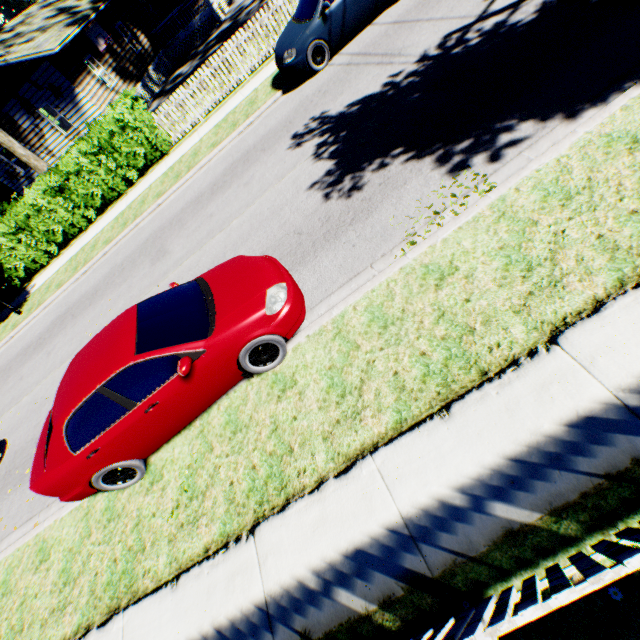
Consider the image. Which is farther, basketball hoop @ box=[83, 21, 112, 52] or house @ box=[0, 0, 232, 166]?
basketball hoop @ box=[83, 21, 112, 52]

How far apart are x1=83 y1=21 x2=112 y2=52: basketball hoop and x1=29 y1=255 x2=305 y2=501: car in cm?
2167

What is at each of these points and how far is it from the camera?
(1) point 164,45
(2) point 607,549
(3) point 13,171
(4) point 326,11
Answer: (1) house, 23.91m
(2) fence, 2.02m
(3) house, 20.77m
(4) car, 8.82m

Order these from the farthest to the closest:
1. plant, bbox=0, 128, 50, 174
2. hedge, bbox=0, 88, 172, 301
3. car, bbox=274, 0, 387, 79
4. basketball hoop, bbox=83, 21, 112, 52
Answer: basketball hoop, bbox=83, 21, 112, 52, plant, bbox=0, 128, 50, 174, hedge, bbox=0, 88, 172, 301, car, bbox=274, 0, 387, 79

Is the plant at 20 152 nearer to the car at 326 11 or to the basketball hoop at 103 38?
the basketball hoop at 103 38

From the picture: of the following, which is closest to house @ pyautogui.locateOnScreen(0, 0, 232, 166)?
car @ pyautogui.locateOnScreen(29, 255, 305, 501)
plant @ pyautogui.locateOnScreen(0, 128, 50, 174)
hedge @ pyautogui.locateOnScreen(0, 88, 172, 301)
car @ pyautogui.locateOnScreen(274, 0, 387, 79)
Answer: plant @ pyautogui.locateOnScreen(0, 128, 50, 174)

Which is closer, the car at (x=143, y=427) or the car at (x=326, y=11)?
the car at (x=143, y=427)

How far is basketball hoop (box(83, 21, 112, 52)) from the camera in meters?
17.8 m
